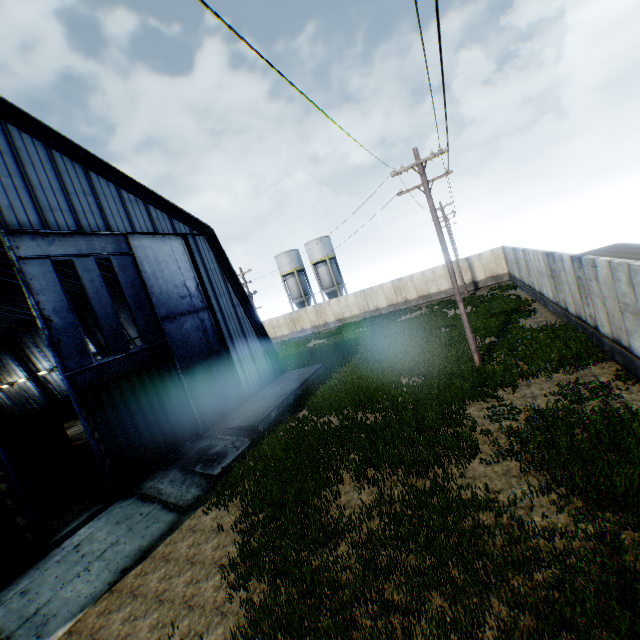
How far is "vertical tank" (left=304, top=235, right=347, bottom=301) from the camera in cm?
4741

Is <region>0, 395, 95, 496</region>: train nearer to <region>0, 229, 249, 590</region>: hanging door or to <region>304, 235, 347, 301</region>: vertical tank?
<region>0, 229, 249, 590</region>: hanging door

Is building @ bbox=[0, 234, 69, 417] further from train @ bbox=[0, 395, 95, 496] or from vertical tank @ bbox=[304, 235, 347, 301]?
vertical tank @ bbox=[304, 235, 347, 301]

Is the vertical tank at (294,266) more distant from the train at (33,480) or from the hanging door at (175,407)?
the hanging door at (175,407)

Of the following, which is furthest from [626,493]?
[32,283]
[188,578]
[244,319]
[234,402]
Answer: [244,319]

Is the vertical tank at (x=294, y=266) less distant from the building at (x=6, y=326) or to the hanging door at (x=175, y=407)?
the building at (x=6, y=326)

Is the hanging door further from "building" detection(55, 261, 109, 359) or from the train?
the train

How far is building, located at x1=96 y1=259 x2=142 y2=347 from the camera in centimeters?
2346cm
